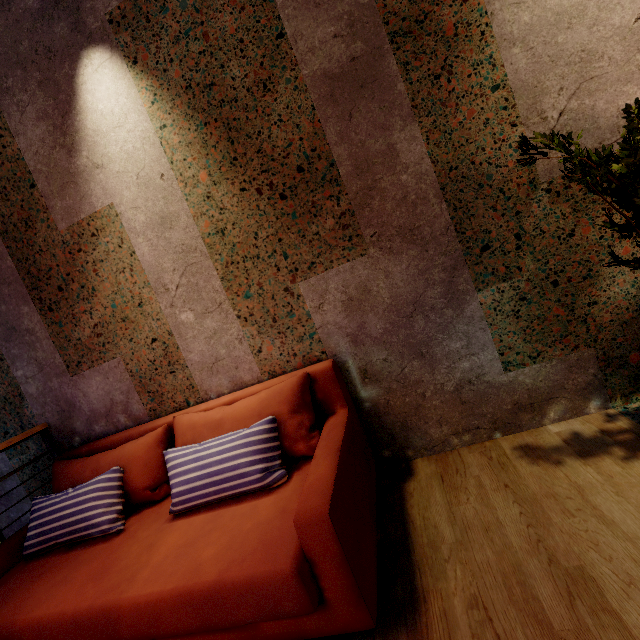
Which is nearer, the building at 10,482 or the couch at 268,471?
the couch at 268,471

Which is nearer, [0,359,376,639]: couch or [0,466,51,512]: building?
[0,359,376,639]: couch

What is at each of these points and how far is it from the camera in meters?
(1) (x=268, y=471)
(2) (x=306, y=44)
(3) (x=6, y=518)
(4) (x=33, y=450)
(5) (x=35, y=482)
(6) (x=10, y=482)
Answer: (1) couch, 1.7 m
(2) building, 1.8 m
(3) building, 2.9 m
(4) building, 2.7 m
(5) building, 2.8 m
(6) building, 2.8 m

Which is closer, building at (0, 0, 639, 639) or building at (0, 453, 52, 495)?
building at (0, 0, 639, 639)

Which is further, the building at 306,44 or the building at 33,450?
the building at 33,450

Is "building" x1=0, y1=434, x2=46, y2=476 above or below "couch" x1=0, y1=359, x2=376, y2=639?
above

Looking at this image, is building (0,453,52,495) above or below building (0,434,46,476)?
below
